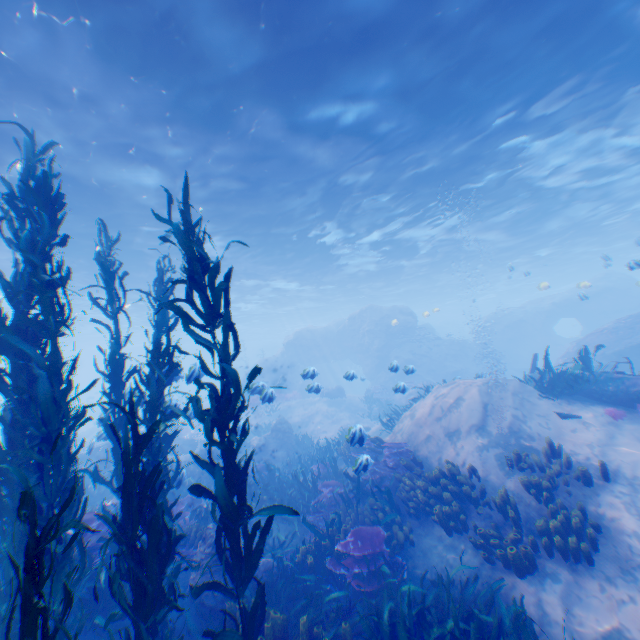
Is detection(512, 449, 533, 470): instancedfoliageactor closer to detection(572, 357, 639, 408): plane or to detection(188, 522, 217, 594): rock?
detection(188, 522, 217, 594): rock

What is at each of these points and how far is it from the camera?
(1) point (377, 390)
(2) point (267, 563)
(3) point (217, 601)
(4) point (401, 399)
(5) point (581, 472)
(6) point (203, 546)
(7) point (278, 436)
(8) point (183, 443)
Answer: Result:
(1) instancedfoliageactor, 26.1 meters
(2) rock, 6.8 meters
(3) rock, 6.2 meters
(4) rock, 23.8 meters
(5) instancedfoliageactor, 6.9 meters
(6) rock, 6.9 meters
(7) rock, 18.1 meters
(8) rock, 18.8 meters

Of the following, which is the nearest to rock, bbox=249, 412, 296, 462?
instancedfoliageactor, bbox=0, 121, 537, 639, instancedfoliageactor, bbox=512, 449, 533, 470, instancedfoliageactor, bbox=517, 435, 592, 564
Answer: instancedfoliageactor, bbox=0, 121, 537, 639

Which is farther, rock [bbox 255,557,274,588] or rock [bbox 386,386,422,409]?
rock [bbox 386,386,422,409]

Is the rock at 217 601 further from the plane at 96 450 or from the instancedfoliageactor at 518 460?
the instancedfoliageactor at 518 460

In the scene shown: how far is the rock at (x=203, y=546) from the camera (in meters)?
6.64

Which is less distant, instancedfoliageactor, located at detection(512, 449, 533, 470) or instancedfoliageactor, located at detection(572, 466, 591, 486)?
instancedfoliageactor, located at detection(572, 466, 591, 486)

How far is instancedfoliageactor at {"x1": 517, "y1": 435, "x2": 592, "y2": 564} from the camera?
5.77m
